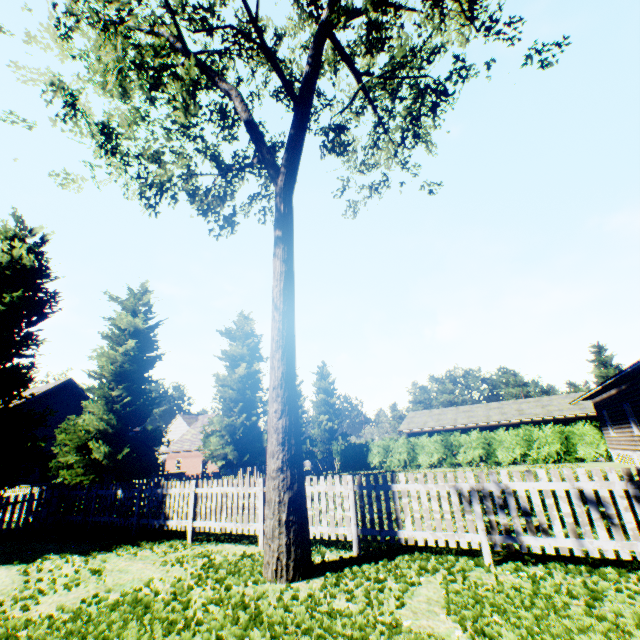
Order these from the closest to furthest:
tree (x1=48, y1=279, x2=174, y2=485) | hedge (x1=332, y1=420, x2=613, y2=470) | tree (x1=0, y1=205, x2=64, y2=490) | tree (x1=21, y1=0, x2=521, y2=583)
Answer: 1. tree (x1=21, y1=0, x2=521, y2=583)
2. tree (x1=0, y1=205, x2=64, y2=490)
3. tree (x1=48, y1=279, x2=174, y2=485)
4. hedge (x1=332, y1=420, x2=613, y2=470)

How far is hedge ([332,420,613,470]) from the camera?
24.56m

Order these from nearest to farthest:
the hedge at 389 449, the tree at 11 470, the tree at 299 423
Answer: the tree at 299 423
the tree at 11 470
the hedge at 389 449

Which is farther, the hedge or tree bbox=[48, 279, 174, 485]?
the hedge

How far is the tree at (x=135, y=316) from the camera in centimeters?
1550cm

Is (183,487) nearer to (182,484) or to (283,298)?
(182,484)

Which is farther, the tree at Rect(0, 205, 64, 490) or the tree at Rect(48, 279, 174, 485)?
the tree at Rect(48, 279, 174, 485)

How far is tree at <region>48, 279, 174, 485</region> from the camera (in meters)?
15.50
